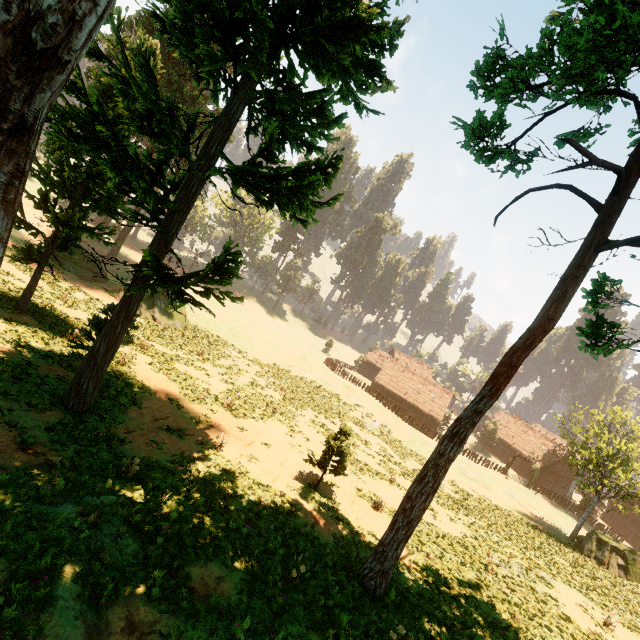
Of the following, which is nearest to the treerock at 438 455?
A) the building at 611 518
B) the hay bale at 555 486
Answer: the building at 611 518

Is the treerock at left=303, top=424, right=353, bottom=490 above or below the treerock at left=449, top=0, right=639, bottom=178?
below

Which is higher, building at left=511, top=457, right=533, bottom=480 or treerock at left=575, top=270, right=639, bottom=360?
treerock at left=575, top=270, right=639, bottom=360

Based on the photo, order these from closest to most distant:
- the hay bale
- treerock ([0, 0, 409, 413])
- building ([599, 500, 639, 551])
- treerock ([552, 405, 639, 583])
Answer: treerock ([0, 0, 409, 413])
treerock ([552, 405, 639, 583])
building ([599, 500, 639, 551])
the hay bale

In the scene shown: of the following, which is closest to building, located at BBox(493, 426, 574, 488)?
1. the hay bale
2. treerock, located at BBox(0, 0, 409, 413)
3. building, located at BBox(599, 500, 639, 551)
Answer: treerock, located at BBox(0, 0, 409, 413)

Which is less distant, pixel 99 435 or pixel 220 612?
pixel 220 612

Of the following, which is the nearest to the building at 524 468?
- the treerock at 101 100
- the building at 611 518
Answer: the treerock at 101 100

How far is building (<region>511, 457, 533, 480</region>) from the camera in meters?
53.3 m
